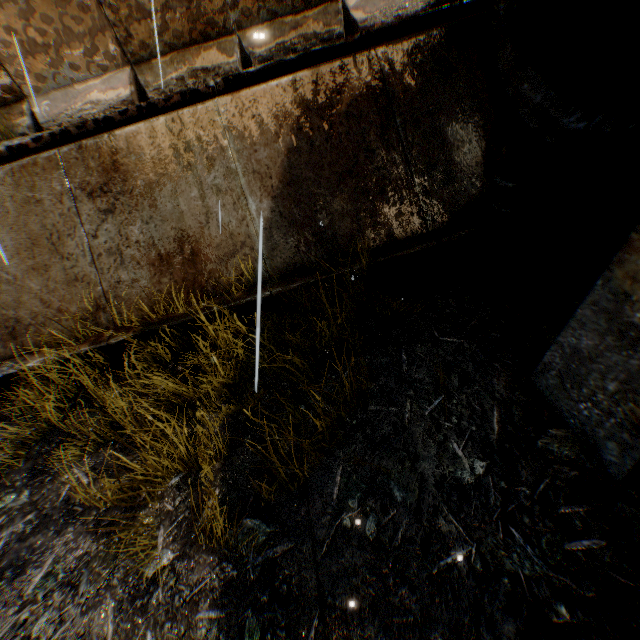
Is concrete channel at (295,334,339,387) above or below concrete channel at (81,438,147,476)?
above

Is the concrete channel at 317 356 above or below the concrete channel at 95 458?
above

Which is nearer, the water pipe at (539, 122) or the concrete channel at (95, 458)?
the water pipe at (539, 122)

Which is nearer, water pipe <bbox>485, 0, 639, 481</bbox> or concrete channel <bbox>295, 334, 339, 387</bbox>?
water pipe <bbox>485, 0, 639, 481</bbox>

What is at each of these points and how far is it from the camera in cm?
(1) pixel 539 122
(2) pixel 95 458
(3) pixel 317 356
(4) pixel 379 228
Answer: (1) water pipe, 357
(2) concrete channel, 330
(3) concrete channel, 360
(4) concrete channel, 419

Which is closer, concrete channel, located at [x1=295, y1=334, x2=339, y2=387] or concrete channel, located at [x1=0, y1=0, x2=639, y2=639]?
concrete channel, located at [x1=0, y1=0, x2=639, y2=639]

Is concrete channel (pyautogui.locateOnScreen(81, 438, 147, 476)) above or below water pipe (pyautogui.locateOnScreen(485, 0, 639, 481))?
below
